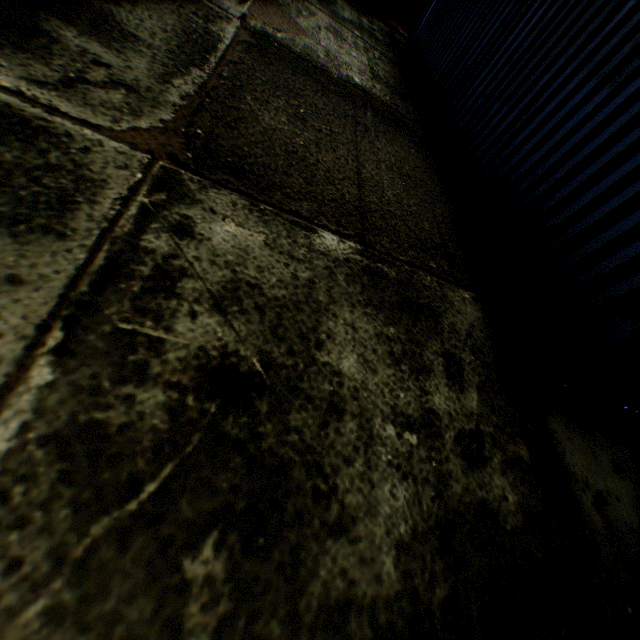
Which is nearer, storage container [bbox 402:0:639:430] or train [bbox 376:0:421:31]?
storage container [bbox 402:0:639:430]

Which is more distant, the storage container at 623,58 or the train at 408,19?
the train at 408,19

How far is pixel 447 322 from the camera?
3.58m
